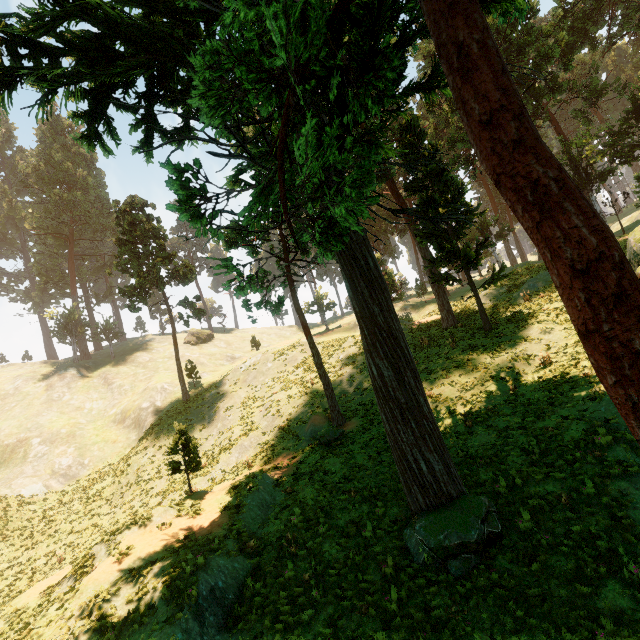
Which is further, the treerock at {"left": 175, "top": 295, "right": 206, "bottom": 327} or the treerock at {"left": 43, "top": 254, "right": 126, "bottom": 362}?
the treerock at {"left": 43, "top": 254, "right": 126, "bottom": 362}

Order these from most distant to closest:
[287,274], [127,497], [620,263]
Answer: [127,497]
[287,274]
[620,263]

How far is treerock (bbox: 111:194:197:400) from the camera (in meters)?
34.06

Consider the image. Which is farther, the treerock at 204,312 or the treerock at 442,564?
the treerock at 204,312

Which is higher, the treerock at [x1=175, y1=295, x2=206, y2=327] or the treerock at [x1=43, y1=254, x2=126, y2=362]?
the treerock at [x1=43, y1=254, x2=126, y2=362]

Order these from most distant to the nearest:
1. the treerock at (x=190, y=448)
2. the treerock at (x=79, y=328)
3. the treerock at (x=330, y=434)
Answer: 1. the treerock at (x=79, y=328)
2. the treerock at (x=330, y=434)
3. the treerock at (x=190, y=448)
